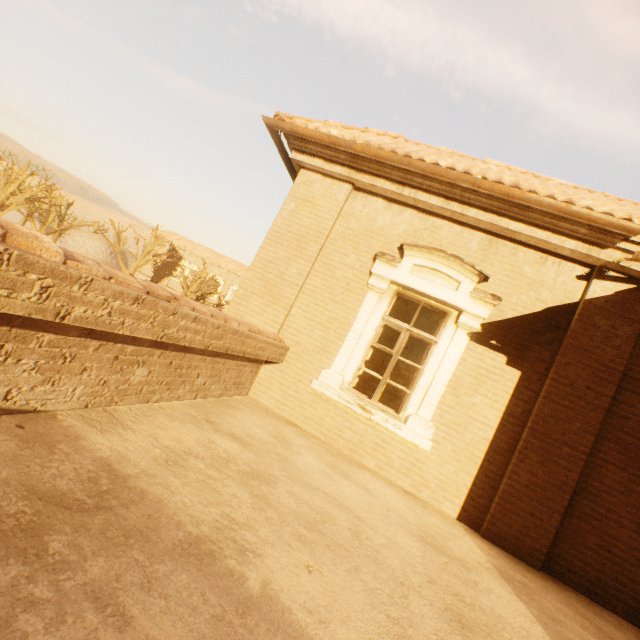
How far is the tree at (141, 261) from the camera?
31.9 meters

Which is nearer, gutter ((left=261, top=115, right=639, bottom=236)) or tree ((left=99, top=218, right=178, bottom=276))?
gutter ((left=261, top=115, right=639, bottom=236))

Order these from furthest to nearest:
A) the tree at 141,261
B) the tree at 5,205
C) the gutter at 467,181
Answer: the tree at 141,261, the tree at 5,205, the gutter at 467,181

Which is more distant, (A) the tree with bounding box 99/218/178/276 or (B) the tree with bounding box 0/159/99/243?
(A) the tree with bounding box 99/218/178/276

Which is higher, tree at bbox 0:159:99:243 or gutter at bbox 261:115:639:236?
gutter at bbox 261:115:639:236

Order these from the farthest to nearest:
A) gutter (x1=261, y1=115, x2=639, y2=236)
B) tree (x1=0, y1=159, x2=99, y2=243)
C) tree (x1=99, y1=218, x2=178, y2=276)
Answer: tree (x1=99, y1=218, x2=178, y2=276) < tree (x1=0, y1=159, x2=99, y2=243) < gutter (x1=261, y1=115, x2=639, y2=236)

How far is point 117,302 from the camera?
2.11m

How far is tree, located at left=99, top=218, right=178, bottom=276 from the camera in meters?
31.9 m
